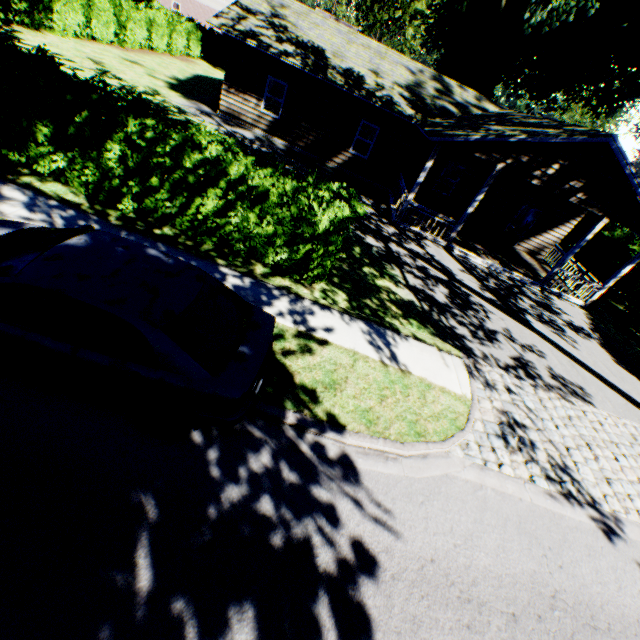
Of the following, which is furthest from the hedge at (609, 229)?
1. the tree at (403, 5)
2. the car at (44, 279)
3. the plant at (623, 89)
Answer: the tree at (403, 5)

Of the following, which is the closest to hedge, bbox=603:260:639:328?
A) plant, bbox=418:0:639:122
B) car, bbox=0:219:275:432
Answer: plant, bbox=418:0:639:122

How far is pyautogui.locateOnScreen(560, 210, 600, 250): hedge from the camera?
23.6 meters

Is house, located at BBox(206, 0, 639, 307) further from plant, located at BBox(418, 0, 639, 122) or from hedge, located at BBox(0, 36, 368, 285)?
hedge, located at BBox(0, 36, 368, 285)

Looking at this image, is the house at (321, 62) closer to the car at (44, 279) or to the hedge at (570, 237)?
the hedge at (570, 237)

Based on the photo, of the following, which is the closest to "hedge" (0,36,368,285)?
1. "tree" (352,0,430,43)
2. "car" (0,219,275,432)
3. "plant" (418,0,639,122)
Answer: "plant" (418,0,639,122)

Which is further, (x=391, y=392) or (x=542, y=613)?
(x=391, y=392)
